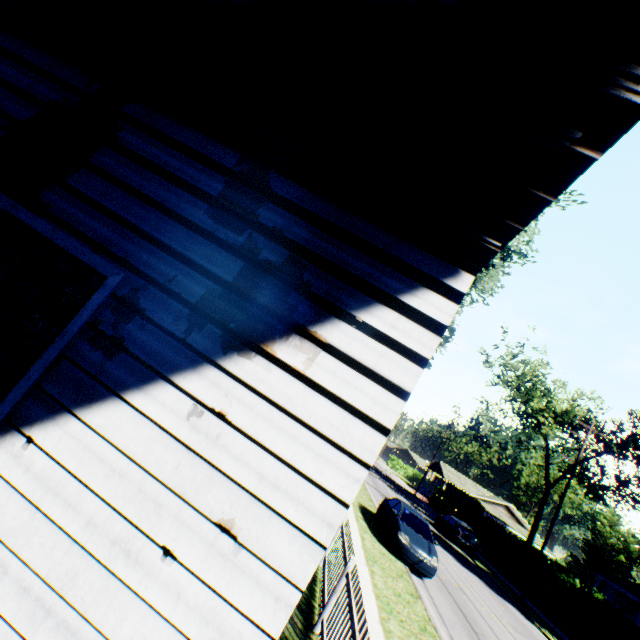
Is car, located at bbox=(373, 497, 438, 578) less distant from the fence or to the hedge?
the fence

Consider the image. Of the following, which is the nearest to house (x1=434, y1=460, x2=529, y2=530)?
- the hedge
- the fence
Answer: the hedge

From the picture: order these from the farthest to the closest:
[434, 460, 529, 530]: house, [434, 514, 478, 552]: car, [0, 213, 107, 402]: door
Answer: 1. [434, 460, 529, 530]: house
2. [434, 514, 478, 552]: car
3. [0, 213, 107, 402]: door

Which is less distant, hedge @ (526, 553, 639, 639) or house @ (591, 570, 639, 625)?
hedge @ (526, 553, 639, 639)

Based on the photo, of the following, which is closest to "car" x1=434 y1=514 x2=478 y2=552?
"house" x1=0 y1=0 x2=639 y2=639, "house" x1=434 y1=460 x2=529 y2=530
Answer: "house" x1=0 y1=0 x2=639 y2=639

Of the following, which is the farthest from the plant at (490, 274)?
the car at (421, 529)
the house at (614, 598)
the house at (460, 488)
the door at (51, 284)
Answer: the house at (460, 488)

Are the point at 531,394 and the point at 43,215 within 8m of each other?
no

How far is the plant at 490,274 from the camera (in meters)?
17.96
